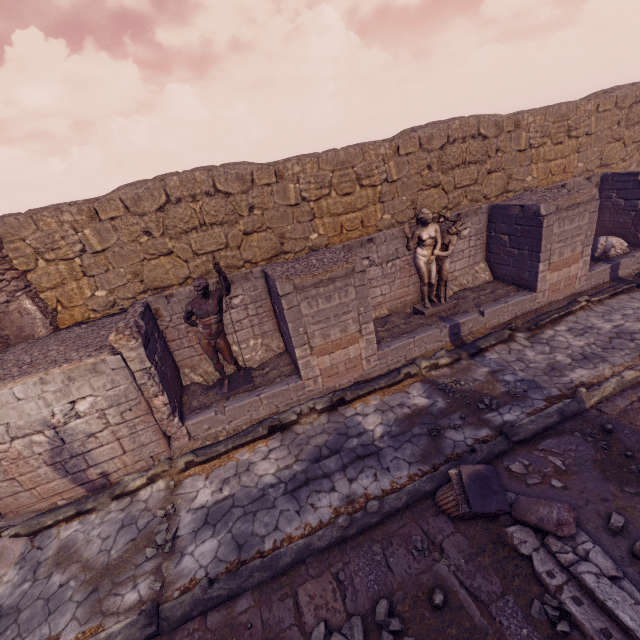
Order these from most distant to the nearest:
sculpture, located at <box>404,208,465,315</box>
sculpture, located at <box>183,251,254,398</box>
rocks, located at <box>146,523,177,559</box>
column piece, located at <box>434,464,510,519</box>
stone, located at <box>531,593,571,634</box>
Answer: sculpture, located at <box>404,208,465,315</box> → sculpture, located at <box>183,251,254,398</box> → rocks, located at <box>146,523,177,559</box> → column piece, located at <box>434,464,510,519</box> → stone, located at <box>531,593,571,634</box>

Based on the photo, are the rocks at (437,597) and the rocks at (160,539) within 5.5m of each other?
yes

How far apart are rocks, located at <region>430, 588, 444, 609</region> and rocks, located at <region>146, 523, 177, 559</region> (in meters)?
3.77

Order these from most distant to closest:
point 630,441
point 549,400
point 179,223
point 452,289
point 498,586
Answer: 1. point 452,289
2. point 179,223
3. point 549,400
4. point 630,441
5. point 498,586

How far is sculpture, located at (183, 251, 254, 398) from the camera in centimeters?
617cm

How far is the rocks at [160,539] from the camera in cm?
488

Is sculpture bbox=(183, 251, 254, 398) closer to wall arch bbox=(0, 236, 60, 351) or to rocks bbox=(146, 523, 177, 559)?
rocks bbox=(146, 523, 177, 559)

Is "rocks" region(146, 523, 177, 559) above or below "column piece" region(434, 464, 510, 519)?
below
